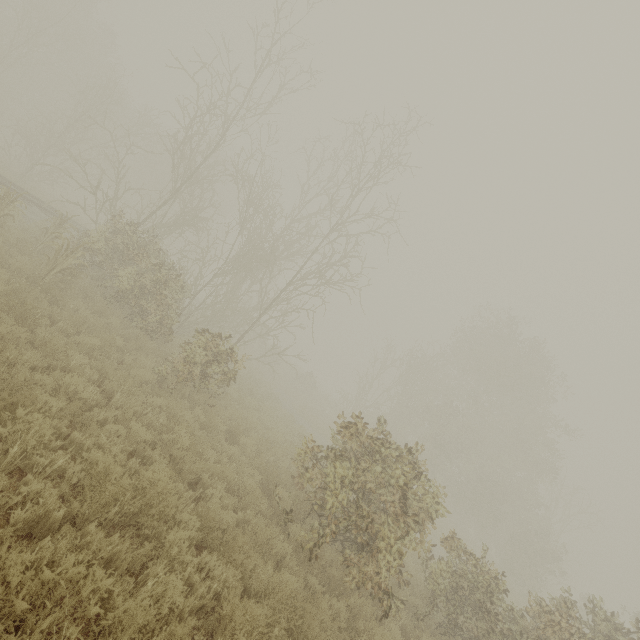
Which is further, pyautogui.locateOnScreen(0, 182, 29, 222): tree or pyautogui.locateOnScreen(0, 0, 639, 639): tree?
pyautogui.locateOnScreen(0, 182, 29, 222): tree

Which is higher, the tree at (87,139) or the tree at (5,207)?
the tree at (87,139)

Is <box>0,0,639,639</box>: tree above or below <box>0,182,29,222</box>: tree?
above

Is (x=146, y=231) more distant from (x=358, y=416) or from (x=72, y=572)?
(x=72, y=572)

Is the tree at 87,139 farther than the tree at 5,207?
No
